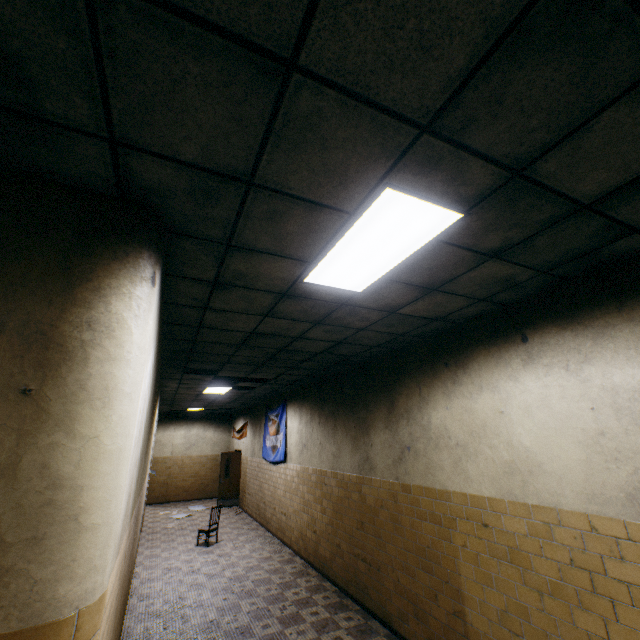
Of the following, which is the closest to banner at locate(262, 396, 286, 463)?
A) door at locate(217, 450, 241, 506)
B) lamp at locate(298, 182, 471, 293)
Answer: door at locate(217, 450, 241, 506)

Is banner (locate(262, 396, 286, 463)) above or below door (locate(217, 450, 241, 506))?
above

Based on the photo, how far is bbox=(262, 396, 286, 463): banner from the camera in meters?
9.5 m

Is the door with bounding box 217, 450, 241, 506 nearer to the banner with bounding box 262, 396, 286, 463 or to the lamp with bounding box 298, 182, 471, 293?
the banner with bounding box 262, 396, 286, 463

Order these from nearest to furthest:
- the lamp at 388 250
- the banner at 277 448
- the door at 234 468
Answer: the lamp at 388 250, the banner at 277 448, the door at 234 468

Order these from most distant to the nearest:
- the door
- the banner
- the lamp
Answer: the door → the banner → the lamp

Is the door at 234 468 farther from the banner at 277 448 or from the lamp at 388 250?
the lamp at 388 250

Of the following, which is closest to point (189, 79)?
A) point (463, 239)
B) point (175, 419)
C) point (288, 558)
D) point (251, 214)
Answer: point (251, 214)
